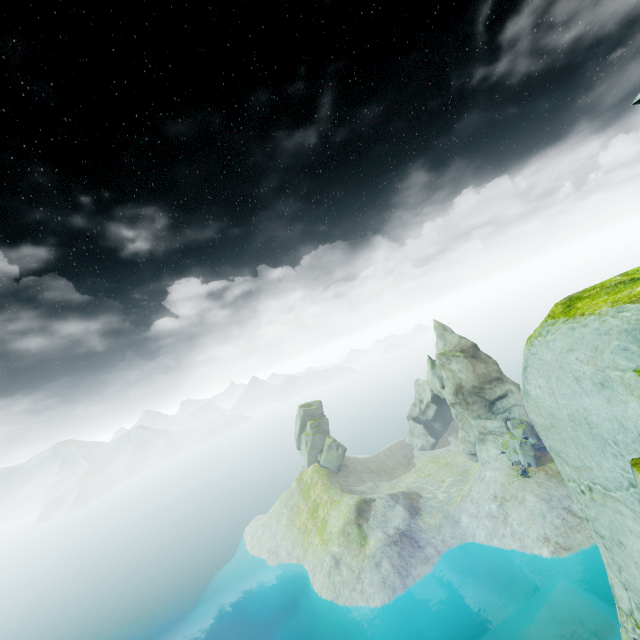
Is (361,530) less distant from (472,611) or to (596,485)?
(472,611)
